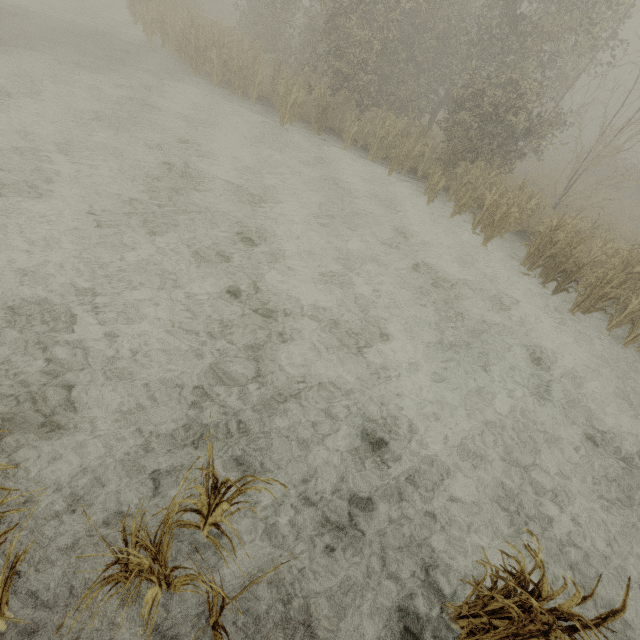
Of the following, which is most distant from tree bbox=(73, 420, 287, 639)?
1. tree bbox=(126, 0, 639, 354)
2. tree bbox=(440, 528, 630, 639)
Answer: tree bbox=(126, 0, 639, 354)

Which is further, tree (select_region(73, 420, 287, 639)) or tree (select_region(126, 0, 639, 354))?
tree (select_region(126, 0, 639, 354))

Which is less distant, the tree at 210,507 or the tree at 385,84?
the tree at 210,507

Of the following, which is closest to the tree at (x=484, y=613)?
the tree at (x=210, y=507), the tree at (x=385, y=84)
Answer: the tree at (x=210, y=507)

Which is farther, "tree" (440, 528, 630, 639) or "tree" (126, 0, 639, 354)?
"tree" (126, 0, 639, 354)

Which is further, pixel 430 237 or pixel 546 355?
pixel 430 237
